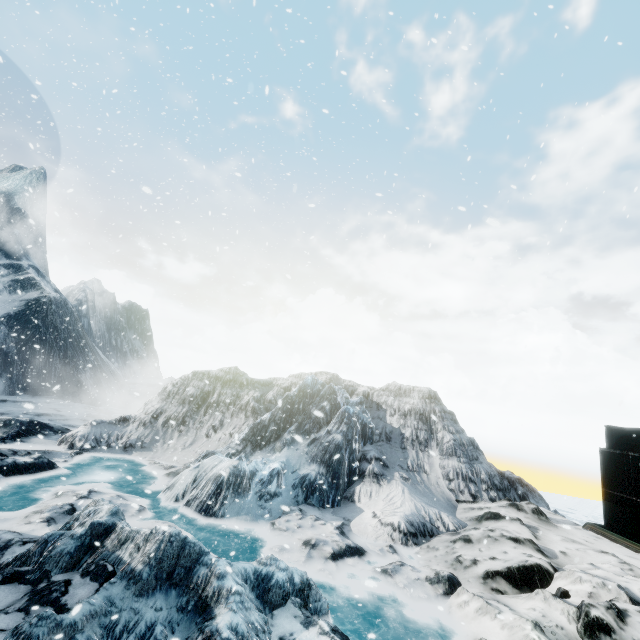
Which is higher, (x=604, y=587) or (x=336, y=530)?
(x=604, y=587)
